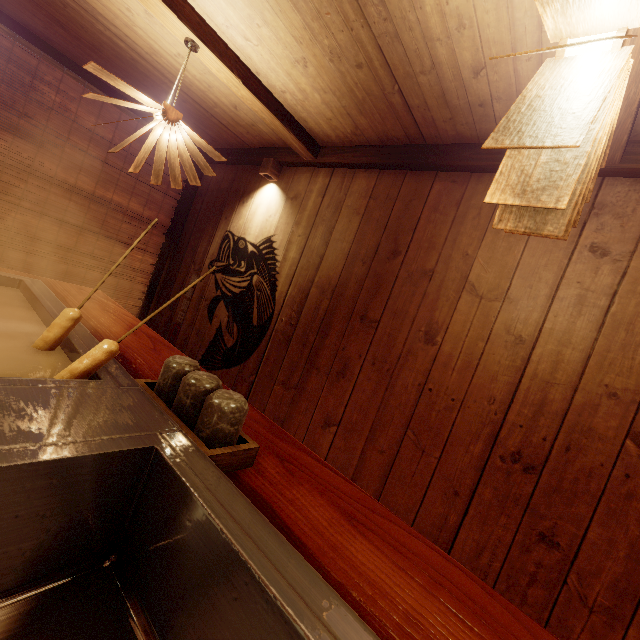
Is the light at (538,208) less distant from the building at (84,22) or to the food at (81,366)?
the building at (84,22)

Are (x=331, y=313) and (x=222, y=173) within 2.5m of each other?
no

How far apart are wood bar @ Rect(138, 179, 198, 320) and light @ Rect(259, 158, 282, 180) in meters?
2.3 m

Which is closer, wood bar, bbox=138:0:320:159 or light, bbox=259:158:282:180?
wood bar, bbox=138:0:320:159

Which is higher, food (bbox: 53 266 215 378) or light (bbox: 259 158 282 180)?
light (bbox: 259 158 282 180)

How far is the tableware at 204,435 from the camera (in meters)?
1.53

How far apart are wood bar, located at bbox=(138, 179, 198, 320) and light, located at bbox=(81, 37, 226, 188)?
3.5 meters

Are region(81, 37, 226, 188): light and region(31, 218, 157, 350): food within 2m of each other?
yes
